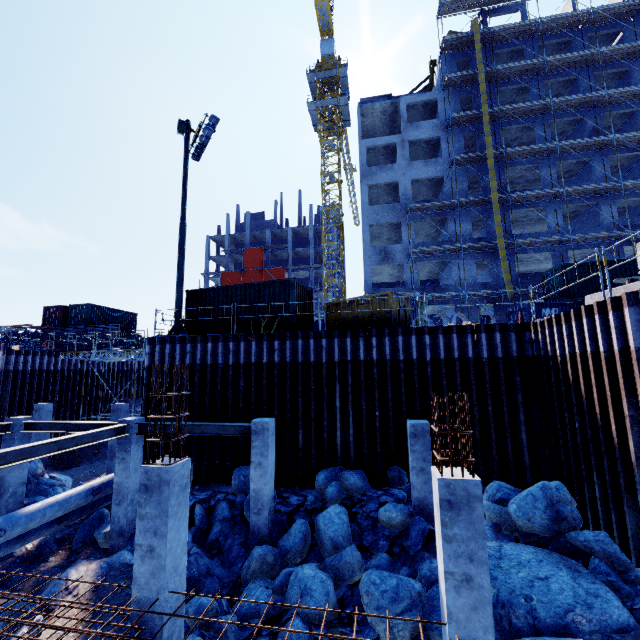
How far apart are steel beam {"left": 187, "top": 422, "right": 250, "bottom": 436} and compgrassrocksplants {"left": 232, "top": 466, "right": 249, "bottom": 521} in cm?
209

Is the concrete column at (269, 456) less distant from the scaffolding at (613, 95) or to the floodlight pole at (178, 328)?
the scaffolding at (613, 95)

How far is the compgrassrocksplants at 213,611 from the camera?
7.28m

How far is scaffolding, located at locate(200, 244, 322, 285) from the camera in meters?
54.7

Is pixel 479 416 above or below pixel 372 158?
below

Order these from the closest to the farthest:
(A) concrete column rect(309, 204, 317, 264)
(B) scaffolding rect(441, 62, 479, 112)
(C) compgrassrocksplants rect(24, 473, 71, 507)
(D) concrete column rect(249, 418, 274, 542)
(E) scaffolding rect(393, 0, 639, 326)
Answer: (D) concrete column rect(249, 418, 274, 542) → (C) compgrassrocksplants rect(24, 473, 71, 507) → (E) scaffolding rect(393, 0, 639, 326) → (B) scaffolding rect(441, 62, 479, 112) → (A) concrete column rect(309, 204, 317, 264)

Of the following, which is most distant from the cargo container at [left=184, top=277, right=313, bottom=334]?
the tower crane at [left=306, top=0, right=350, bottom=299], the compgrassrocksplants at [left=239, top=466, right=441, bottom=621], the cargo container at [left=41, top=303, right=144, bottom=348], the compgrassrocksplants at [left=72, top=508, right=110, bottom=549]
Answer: the tower crane at [left=306, top=0, right=350, bottom=299]

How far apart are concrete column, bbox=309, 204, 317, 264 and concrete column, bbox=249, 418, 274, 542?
46.55m
